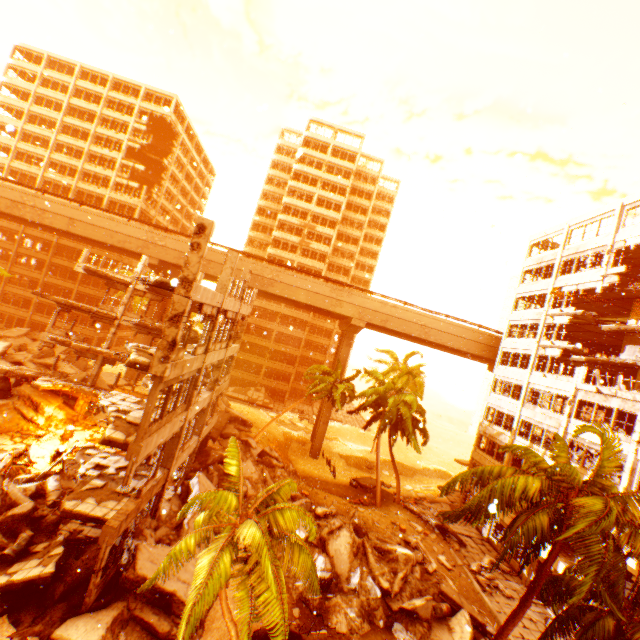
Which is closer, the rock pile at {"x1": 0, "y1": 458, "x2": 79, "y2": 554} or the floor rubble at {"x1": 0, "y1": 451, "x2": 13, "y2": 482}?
the rock pile at {"x1": 0, "y1": 458, "x2": 79, "y2": 554}

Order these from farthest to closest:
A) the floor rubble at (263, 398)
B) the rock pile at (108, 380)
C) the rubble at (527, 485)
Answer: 1. the floor rubble at (263, 398)
2. the rock pile at (108, 380)
3. the rubble at (527, 485)

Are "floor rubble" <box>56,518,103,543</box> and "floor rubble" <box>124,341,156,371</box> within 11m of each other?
yes

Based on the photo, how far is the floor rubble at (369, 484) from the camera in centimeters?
3331cm

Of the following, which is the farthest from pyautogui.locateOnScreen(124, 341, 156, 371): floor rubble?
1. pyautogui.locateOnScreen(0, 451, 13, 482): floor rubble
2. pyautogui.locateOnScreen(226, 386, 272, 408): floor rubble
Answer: pyautogui.locateOnScreen(226, 386, 272, 408): floor rubble

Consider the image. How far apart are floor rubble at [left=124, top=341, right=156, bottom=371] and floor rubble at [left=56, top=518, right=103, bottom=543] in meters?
8.5 m

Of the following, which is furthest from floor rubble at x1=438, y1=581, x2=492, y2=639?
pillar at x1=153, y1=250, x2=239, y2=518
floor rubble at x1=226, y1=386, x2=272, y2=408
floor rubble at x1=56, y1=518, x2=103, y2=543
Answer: floor rubble at x1=226, y1=386, x2=272, y2=408

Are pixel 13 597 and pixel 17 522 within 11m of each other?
yes
